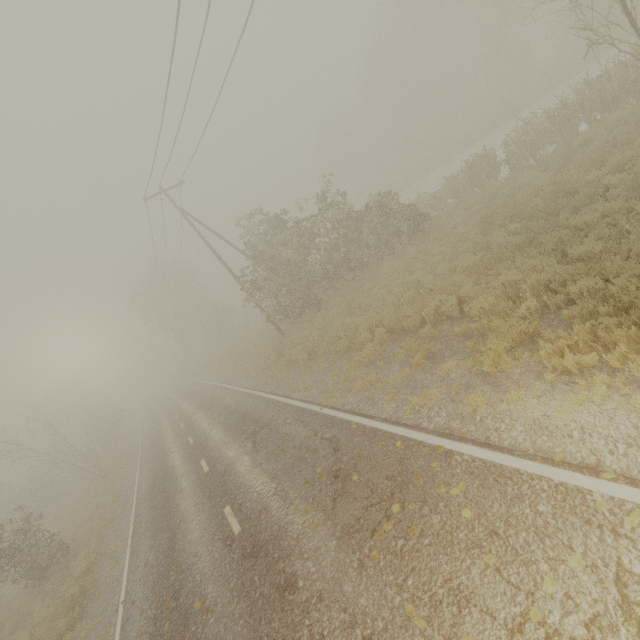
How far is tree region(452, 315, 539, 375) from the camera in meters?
6.0 m

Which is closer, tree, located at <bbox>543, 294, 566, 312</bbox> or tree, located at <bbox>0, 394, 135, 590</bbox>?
tree, located at <bbox>543, 294, 566, 312</bbox>

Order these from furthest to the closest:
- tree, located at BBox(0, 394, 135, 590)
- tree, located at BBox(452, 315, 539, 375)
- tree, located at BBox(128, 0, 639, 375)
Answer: tree, located at BBox(0, 394, 135, 590) < tree, located at BBox(128, 0, 639, 375) < tree, located at BBox(452, 315, 539, 375)

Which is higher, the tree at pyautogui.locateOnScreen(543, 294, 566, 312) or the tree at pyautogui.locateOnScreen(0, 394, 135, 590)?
the tree at pyautogui.locateOnScreen(0, 394, 135, 590)

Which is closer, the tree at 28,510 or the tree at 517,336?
the tree at 517,336

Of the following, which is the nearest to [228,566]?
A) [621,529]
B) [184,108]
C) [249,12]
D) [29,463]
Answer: [621,529]
